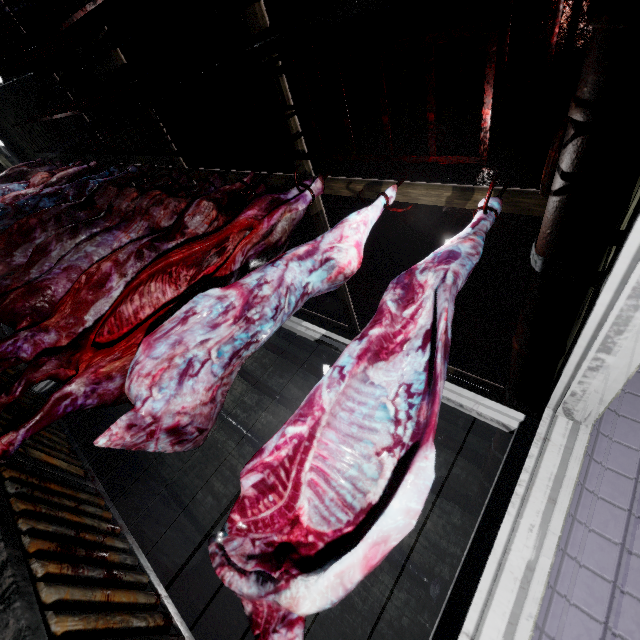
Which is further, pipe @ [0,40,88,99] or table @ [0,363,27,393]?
pipe @ [0,40,88,99]

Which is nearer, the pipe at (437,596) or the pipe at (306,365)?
the pipe at (437,596)

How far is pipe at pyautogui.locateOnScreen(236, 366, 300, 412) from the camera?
5.62m

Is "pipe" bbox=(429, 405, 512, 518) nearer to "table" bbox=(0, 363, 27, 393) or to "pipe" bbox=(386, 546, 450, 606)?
"pipe" bbox=(386, 546, 450, 606)

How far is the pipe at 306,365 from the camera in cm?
595

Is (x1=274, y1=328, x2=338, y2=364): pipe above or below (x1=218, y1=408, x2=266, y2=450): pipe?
above

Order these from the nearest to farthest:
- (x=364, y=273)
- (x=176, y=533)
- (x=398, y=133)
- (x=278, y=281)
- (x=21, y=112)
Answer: (x=278, y=281) → (x=398, y=133) → (x=176, y=533) → (x=364, y=273) → (x=21, y=112)

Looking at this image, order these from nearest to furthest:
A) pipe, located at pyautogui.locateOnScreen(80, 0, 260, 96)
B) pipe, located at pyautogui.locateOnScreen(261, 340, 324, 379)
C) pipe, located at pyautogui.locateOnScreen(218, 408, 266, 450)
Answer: pipe, located at pyautogui.locateOnScreen(80, 0, 260, 96), pipe, located at pyautogui.locateOnScreen(218, 408, 266, 450), pipe, located at pyautogui.locateOnScreen(261, 340, 324, 379)
